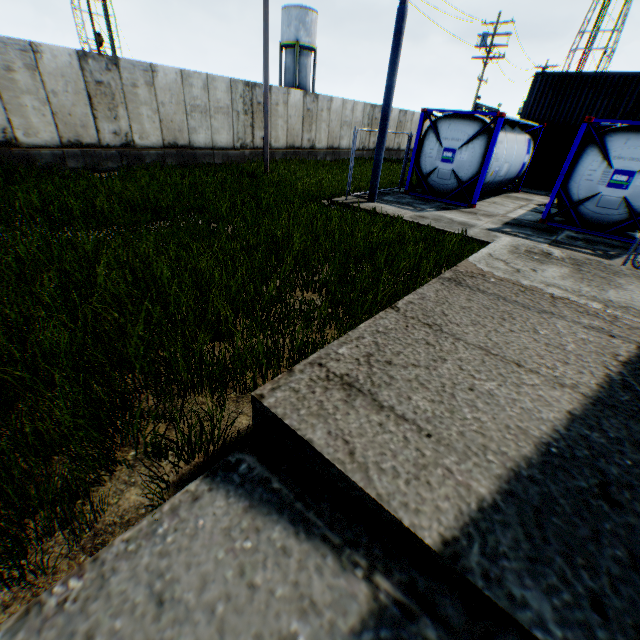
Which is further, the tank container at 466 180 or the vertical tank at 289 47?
the vertical tank at 289 47

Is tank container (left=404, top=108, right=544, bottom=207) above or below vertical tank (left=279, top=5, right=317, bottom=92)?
below

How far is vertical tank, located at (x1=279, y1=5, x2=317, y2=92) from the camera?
35.01m

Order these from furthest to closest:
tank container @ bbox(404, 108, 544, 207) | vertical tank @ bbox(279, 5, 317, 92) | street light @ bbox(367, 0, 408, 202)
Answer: vertical tank @ bbox(279, 5, 317, 92) → tank container @ bbox(404, 108, 544, 207) → street light @ bbox(367, 0, 408, 202)

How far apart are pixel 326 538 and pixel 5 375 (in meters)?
2.88

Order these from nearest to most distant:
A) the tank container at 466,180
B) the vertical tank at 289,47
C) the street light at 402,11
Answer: the street light at 402,11 → the tank container at 466,180 → the vertical tank at 289,47

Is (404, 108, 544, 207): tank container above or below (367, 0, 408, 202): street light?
below

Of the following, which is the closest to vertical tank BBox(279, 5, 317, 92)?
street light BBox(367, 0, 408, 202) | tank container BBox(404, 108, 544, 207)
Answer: tank container BBox(404, 108, 544, 207)
